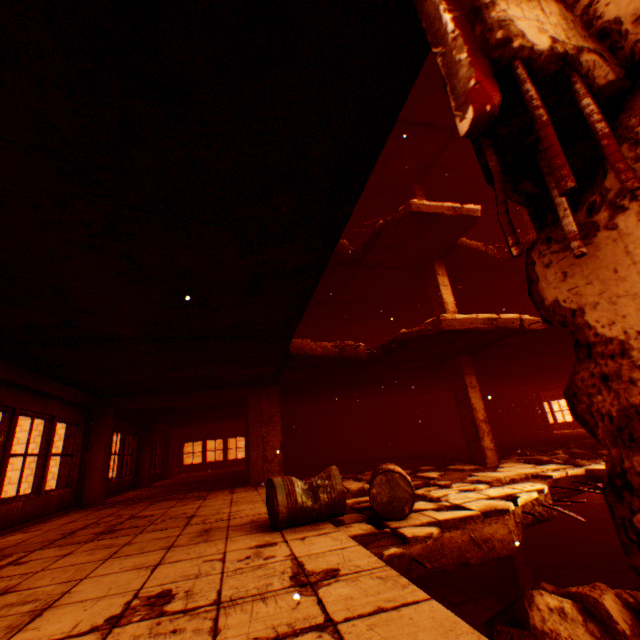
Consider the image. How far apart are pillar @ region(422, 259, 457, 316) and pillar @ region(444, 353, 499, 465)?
0.3 meters

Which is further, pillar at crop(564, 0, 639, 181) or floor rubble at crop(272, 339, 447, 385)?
floor rubble at crop(272, 339, 447, 385)

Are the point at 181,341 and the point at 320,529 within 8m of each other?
yes

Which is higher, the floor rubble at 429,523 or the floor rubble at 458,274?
the floor rubble at 458,274

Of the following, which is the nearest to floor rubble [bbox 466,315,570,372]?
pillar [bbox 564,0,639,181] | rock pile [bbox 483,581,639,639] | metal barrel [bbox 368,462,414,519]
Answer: pillar [bbox 564,0,639,181]

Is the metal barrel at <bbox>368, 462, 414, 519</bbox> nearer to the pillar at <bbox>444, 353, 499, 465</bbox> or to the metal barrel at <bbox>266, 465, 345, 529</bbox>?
the metal barrel at <bbox>266, 465, 345, 529</bbox>

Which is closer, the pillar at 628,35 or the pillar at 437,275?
the pillar at 628,35

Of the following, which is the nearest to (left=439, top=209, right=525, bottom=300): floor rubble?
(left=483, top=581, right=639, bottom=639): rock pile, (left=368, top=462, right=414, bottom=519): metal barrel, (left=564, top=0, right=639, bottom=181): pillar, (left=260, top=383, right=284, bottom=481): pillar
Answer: (left=260, top=383, right=284, bottom=481): pillar
